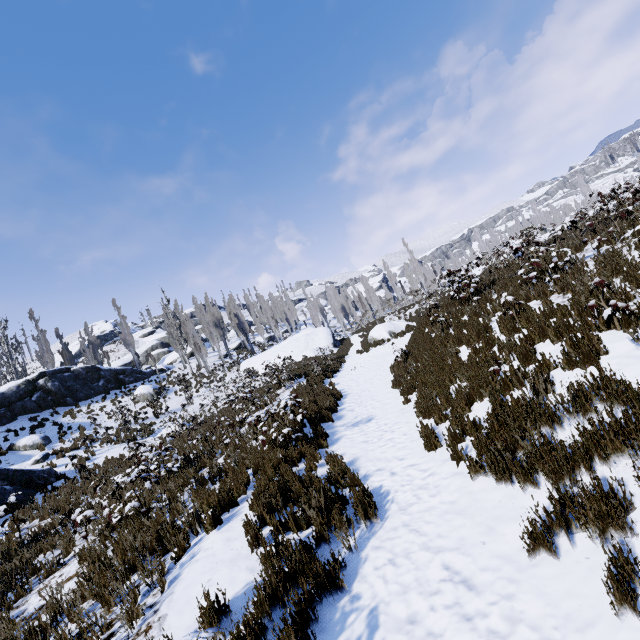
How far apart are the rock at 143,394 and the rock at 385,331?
18.4m

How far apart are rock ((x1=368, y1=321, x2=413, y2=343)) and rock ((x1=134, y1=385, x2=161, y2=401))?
18.4 meters

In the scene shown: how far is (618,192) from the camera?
11.59m

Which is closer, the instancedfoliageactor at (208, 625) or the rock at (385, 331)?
the instancedfoliageactor at (208, 625)

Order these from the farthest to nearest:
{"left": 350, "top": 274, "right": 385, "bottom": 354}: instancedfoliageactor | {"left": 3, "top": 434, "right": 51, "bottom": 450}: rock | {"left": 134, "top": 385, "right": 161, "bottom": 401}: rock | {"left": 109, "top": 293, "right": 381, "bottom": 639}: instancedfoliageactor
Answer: {"left": 134, "top": 385, "right": 161, "bottom": 401}: rock → {"left": 350, "top": 274, "right": 385, "bottom": 354}: instancedfoliageactor → {"left": 3, "top": 434, "right": 51, "bottom": 450}: rock → {"left": 109, "top": 293, "right": 381, "bottom": 639}: instancedfoliageactor

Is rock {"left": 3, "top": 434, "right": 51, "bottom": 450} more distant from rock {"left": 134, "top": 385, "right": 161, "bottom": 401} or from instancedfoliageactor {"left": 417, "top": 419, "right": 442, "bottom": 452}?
rock {"left": 134, "top": 385, "right": 161, "bottom": 401}

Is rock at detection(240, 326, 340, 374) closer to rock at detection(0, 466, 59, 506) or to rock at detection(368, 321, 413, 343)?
rock at detection(368, 321, 413, 343)
